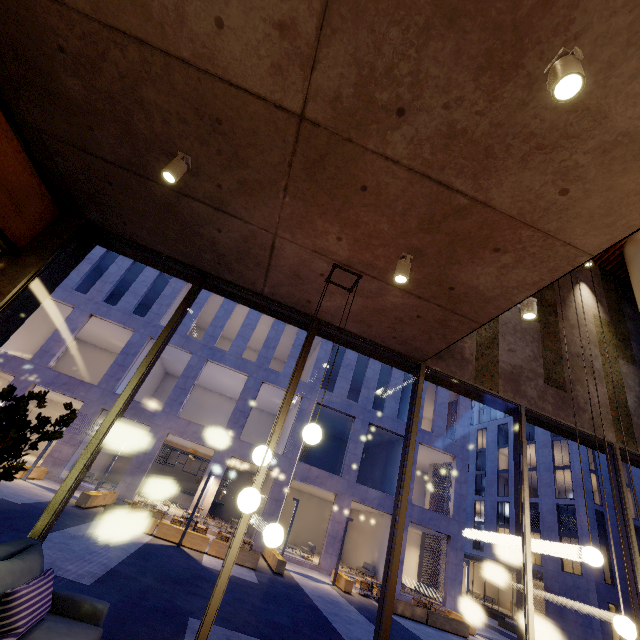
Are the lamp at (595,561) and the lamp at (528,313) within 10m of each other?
yes

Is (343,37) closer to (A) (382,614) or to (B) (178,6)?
(B) (178,6)

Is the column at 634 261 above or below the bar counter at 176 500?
above

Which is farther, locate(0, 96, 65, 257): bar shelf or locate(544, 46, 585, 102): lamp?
locate(0, 96, 65, 257): bar shelf

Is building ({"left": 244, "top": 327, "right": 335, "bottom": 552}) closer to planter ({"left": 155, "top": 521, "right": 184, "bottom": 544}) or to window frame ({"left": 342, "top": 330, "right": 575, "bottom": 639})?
planter ({"left": 155, "top": 521, "right": 184, "bottom": 544})

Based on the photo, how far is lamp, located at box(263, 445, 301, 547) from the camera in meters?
2.9

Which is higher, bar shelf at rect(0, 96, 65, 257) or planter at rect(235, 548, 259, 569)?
bar shelf at rect(0, 96, 65, 257)

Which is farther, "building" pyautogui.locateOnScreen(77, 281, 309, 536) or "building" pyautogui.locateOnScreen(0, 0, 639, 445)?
"building" pyautogui.locateOnScreen(77, 281, 309, 536)
